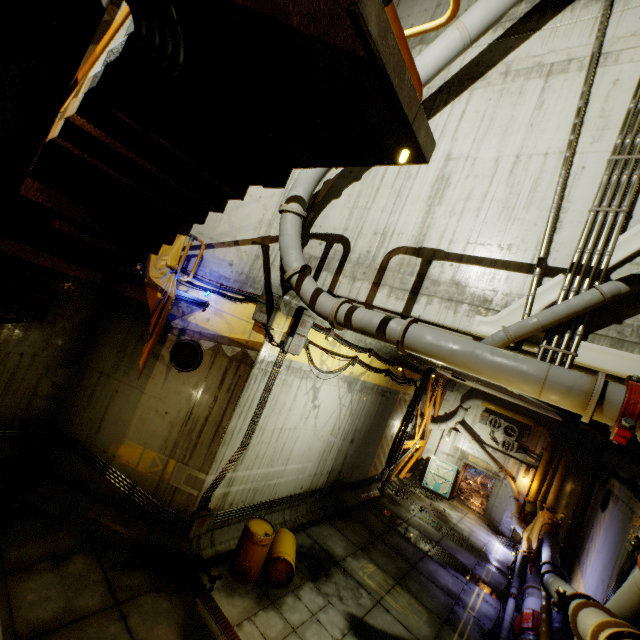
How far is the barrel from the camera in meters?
7.8

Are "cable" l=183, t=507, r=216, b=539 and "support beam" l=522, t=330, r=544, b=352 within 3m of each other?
no

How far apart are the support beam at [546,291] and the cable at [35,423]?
9.9 meters

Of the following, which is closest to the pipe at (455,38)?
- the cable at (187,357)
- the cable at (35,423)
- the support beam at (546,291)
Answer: the support beam at (546,291)

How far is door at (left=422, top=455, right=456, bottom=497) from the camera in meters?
19.9 m

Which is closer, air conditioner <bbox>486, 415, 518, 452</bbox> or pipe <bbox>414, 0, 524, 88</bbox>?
pipe <bbox>414, 0, 524, 88</bbox>

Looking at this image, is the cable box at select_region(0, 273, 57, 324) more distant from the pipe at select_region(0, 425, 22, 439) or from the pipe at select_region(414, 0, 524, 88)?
the pipe at select_region(414, 0, 524, 88)

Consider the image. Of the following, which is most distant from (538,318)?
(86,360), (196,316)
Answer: (86,360)
